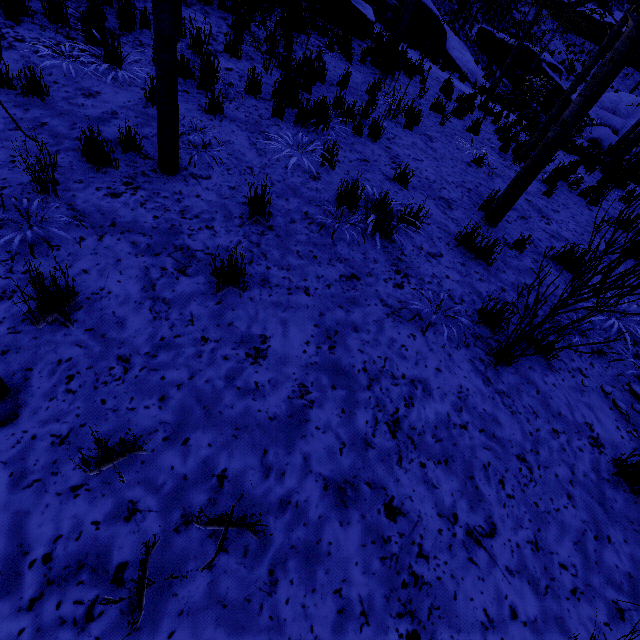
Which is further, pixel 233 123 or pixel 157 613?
pixel 233 123

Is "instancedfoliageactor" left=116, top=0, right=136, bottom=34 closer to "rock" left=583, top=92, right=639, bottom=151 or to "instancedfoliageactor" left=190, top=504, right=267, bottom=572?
"instancedfoliageactor" left=190, top=504, right=267, bottom=572

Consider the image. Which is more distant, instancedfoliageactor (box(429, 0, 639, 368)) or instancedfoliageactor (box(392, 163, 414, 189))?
instancedfoliageactor (box(392, 163, 414, 189))

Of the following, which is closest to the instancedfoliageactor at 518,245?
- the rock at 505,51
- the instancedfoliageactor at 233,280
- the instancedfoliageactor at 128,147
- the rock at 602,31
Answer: the instancedfoliageactor at 128,147

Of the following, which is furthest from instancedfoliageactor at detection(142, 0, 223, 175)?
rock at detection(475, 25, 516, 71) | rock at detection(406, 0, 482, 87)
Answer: rock at detection(475, 25, 516, 71)

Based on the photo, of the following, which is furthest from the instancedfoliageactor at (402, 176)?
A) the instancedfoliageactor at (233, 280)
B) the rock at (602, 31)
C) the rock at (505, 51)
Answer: the rock at (602, 31)

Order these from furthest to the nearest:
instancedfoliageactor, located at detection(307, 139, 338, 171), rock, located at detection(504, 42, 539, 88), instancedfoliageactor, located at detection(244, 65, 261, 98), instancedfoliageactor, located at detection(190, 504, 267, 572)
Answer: rock, located at detection(504, 42, 539, 88) < instancedfoliageactor, located at detection(244, 65, 261, 98) < instancedfoliageactor, located at detection(307, 139, 338, 171) < instancedfoliageactor, located at detection(190, 504, 267, 572)
